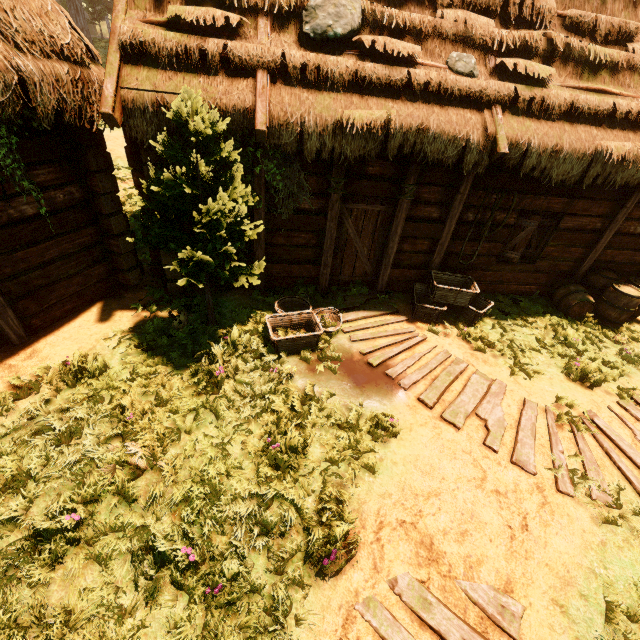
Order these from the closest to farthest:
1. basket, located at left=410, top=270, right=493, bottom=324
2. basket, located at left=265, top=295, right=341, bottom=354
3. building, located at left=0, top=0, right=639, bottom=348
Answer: building, located at left=0, top=0, right=639, bottom=348, basket, located at left=265, top=295, right=341, bottom=354, basket, located at left=410, top=270, right=493, bottom=324

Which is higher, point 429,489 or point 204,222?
point 204,222

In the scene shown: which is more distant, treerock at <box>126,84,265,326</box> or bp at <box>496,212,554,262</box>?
bp at <box>496,212,554,262</box>

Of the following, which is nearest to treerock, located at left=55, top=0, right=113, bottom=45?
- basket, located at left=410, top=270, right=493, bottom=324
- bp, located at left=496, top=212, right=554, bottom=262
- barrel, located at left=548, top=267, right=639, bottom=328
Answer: basket, located at left=410, top=270, right=493, bottom=324

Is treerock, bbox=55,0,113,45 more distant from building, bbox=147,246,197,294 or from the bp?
the bp

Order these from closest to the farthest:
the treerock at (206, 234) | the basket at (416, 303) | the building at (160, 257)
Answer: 1. the treerock at (206, 234)
2. the building at (160, 257)
3. the basket at (416, 303)

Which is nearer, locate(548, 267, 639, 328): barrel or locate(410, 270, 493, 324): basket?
locate(410, 270, 493, 324): basket

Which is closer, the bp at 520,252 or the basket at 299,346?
the basket at 299,346
